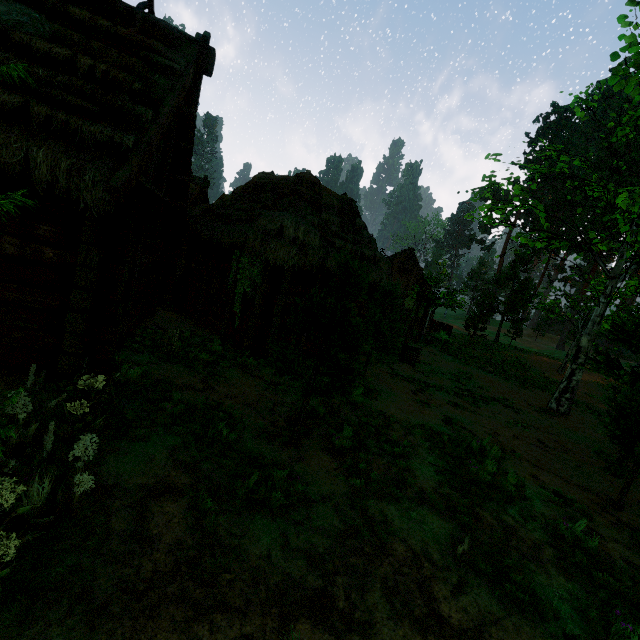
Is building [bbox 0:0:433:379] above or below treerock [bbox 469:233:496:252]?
below

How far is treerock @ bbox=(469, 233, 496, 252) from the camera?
55.6 meters

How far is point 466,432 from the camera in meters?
9.4 m

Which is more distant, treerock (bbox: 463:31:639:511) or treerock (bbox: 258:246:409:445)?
treerock (bbox: 463:31:639:511)

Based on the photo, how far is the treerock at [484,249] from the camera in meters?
55.6

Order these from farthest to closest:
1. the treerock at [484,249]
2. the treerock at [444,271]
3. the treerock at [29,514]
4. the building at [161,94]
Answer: the treerock at [484,249], the treerock at [444,271], the building at [161,94], the treerock at [29,514]

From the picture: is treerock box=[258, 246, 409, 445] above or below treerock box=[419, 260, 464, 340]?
below
